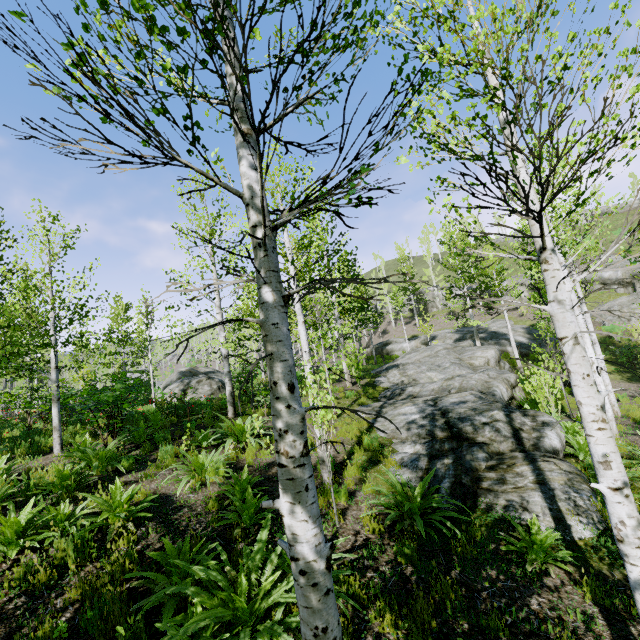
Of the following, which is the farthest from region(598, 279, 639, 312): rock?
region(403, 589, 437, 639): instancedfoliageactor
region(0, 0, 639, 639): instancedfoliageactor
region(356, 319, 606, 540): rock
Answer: region(0, 0, 639, 639): instancedfoliageactor

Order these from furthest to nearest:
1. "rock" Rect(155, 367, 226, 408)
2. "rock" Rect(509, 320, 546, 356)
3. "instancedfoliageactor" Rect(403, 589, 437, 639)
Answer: "rock" Rect(509, 320, 546, 356) < "rock" Rect(155, 367, 226, 408) < "instancedfoliageactor" Rect(403, 589, 437, 639)

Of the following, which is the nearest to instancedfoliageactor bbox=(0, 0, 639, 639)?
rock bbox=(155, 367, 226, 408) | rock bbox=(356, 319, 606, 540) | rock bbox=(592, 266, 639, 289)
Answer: rock bbox=(356, 319, 606, 540)

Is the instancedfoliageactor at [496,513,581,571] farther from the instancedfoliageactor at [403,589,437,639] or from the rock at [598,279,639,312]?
the rock at [598,279,639,312]

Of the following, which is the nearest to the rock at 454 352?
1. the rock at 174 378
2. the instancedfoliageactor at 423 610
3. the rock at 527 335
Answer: the instancedfoliageactor at 423 610

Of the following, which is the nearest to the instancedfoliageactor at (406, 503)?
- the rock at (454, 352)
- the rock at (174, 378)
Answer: the rock at (454, 352)

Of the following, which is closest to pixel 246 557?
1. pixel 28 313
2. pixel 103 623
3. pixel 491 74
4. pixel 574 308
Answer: pixel 103 623

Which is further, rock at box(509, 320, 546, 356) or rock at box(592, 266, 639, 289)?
rock at box(592, 266, 639, 289)
